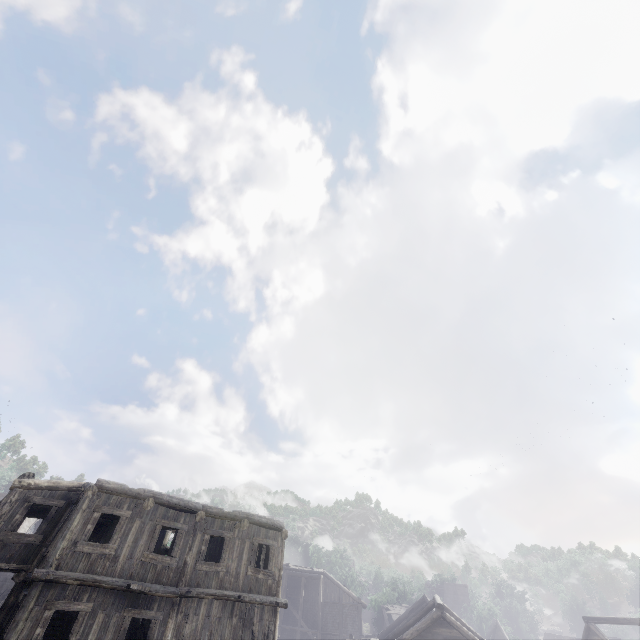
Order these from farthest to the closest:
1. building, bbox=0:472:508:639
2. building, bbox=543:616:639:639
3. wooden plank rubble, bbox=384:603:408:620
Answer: wooden plank rubble, bbox=384:603:408:620 < building, bbox=543:616:639:639 < building, bbox=0:472:508:639

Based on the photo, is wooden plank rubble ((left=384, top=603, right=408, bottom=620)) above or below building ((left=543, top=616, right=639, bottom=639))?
above

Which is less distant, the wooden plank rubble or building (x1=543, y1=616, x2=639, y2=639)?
building (x1=543, y1=616, x2=639, y2=639)

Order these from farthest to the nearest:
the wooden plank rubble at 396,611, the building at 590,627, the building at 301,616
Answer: the wooden plank rubble at 396,611 < the building at 590,627 < the building at 301,616

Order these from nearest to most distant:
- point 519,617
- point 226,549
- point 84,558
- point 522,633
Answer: point 84,558 → point 226,549 → point 522,633 → point 519,617

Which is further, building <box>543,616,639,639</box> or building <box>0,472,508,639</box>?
building <box>543,616,639,639</box>

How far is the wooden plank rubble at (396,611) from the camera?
39.97m
